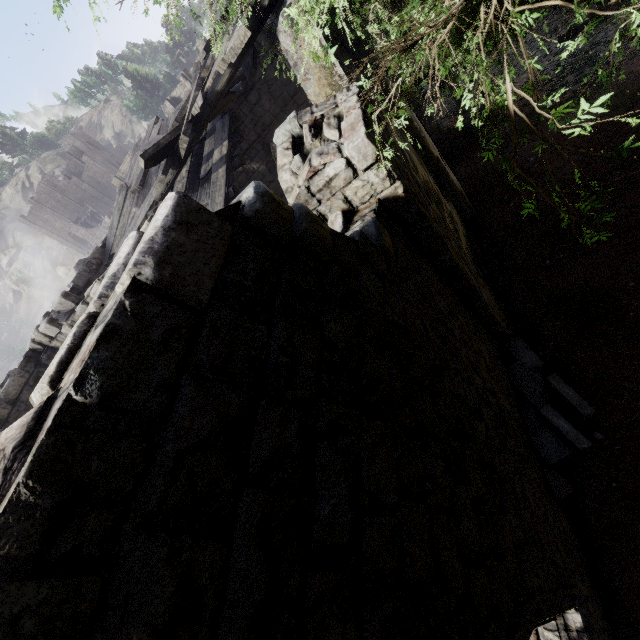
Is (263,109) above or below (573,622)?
above

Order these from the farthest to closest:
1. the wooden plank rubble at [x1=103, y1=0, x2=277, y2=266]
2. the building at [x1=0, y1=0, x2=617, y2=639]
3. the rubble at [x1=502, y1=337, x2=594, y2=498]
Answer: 1. the wooden plank rubble at [x1=103, y1=0, x2=277, y2=266]
2. the rubble at [x1=502, y1=337, x2=594, y2=498]
3. the building at [x1=0, y1=0, x2=617, y2=639]

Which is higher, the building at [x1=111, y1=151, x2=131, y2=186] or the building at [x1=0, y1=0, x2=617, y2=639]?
the building at [x1=111, y1=151, x2=131, y2=186]

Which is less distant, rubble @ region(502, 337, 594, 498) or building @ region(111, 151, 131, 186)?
rubble @ region(502, 337, 594, 498)

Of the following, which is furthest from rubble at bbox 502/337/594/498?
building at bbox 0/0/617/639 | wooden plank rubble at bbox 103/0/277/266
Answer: wooden plank rubble at bbox 103/0/277/266

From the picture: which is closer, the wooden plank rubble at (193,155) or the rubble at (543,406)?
the rubble at (543,406)

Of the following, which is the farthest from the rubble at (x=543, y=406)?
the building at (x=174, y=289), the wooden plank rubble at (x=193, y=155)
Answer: the wooden plank rubble at (x=193, y=155)

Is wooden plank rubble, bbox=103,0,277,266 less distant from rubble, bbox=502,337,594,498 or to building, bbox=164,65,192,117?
building, bbox=164,65,192,117
